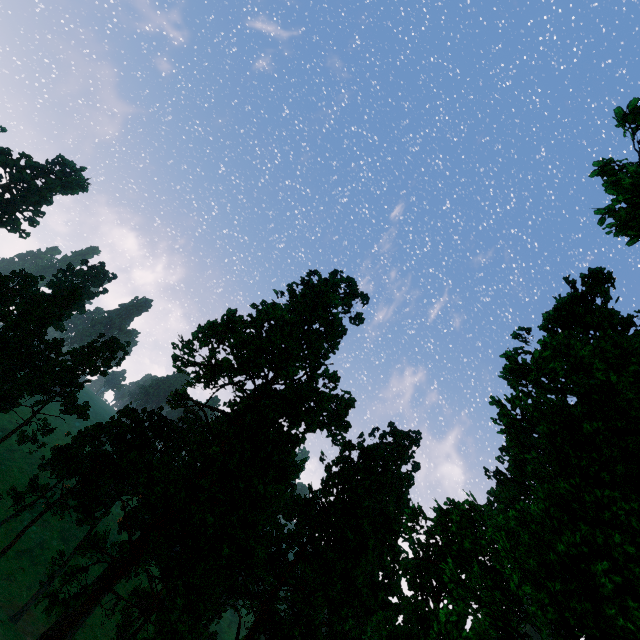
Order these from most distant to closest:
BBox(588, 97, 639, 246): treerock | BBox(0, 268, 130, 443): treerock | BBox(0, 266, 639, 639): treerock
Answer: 1. BBox(0, 268, 130, 443): treerock
2. BBox(588, 97, 639, 246): treerock
3. BBox(0, 266, 639, 639): treerock

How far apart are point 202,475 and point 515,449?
26.7m

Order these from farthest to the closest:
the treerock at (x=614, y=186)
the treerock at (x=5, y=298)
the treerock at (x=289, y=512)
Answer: the treerock at (x=5, y=298), the treerock at (x=614, y=186), the treerock at (x=289, y=512)

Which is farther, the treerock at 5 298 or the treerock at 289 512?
the treerock at 5 298

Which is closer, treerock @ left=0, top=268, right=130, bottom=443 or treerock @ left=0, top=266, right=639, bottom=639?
treerock @ left=0, top=266, right=639, bottom=639
